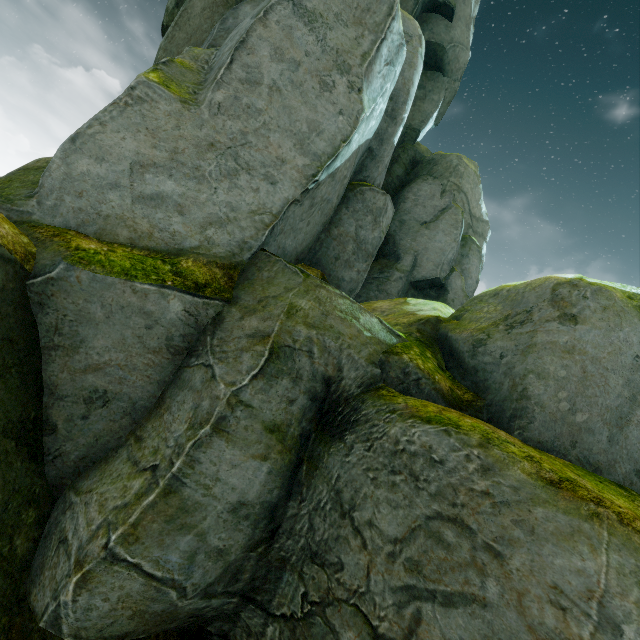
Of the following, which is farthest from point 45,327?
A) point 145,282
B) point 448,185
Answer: point 448,185
